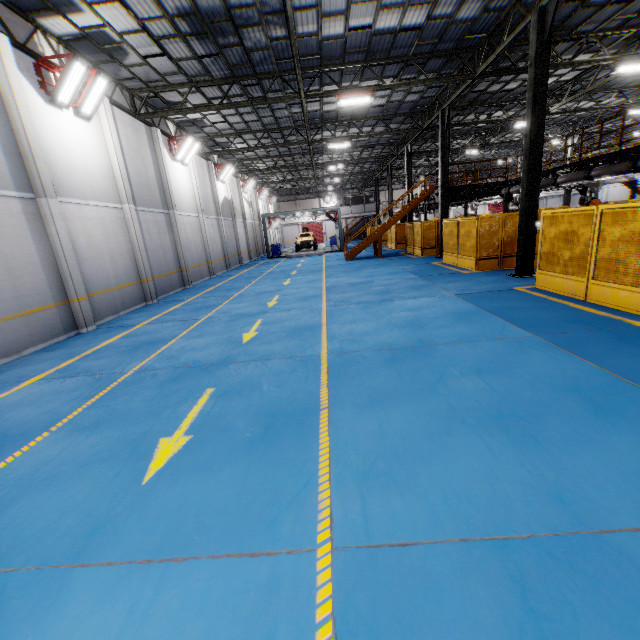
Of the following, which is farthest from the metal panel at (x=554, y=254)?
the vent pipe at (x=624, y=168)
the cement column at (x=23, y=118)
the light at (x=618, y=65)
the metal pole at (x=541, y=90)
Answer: the cement column at (x=23, y=118)

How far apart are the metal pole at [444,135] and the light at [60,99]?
15.9 meters

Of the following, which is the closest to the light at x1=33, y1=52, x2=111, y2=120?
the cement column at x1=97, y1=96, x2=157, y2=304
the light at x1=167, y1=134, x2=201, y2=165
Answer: the cement column at x1=97, y1=96, x2=157, y2=304

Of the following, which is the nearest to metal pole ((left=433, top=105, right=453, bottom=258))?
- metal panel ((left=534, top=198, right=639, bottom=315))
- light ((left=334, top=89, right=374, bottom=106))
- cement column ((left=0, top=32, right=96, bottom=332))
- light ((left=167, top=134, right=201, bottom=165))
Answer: metal panel ((left=534, top=198, right=639, bottom=315))

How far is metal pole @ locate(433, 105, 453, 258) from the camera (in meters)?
17.52

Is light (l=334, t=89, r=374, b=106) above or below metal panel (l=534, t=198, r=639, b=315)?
above

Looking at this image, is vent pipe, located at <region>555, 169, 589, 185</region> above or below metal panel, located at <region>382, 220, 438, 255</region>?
above

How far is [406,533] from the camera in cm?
Result: 251
